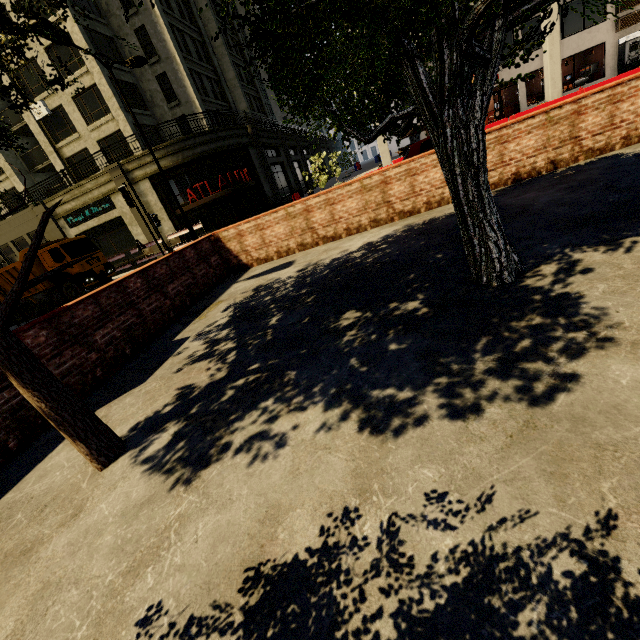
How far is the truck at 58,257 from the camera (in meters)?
17.56

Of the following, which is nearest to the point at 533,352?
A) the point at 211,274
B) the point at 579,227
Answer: the point at 579,227

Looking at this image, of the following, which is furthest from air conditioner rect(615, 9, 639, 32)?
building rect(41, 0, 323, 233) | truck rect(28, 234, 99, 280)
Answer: truck rect(28, 234, 99, 280)

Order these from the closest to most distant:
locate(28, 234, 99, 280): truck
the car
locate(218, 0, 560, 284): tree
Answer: locate(218, 0, 560, 284): tree < the car < locate(28, 234, 99, 280): truck

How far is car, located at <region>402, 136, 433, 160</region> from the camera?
12.1m

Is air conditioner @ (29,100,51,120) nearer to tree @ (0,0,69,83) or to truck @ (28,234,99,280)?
truck @ (28,234,99,280)

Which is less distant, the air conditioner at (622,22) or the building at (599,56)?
the building at (599,56)

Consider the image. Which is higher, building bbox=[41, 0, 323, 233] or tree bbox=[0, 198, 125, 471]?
building bbox=[41, 0, 323, 233]
